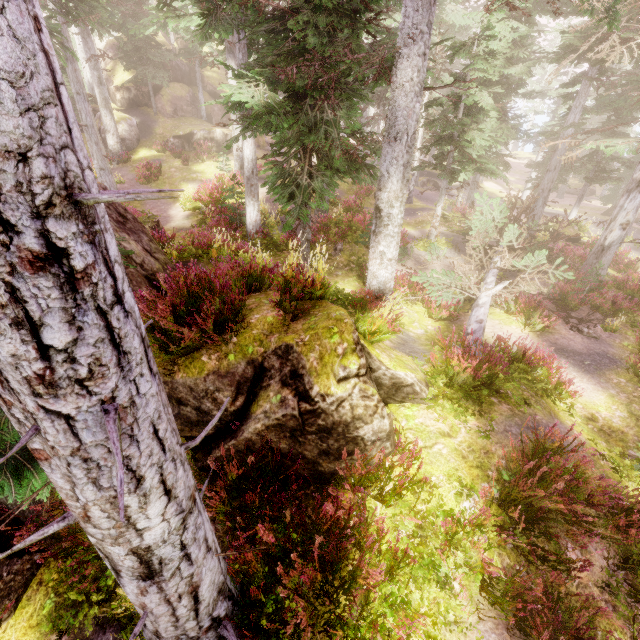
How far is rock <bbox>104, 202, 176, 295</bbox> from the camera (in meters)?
6.10

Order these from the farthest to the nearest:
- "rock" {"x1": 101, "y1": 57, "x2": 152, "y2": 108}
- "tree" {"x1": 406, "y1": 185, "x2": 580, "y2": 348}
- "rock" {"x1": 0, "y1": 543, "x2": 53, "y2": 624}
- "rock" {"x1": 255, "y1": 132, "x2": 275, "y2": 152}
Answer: "rock" {"x1": 255, "y1": 132, "x2": 275, "y2": 152} < "rock" {"x1": 101, "y1": 57, "x2": 152, "y2": 108} < "tree" {"x1": 406, "y1": 185, "x2": 580, "y2": 348} < "rock" {"x1": 0, "y1": 543, "x2": 53, "y2": 624}

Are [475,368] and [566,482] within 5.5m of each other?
yes

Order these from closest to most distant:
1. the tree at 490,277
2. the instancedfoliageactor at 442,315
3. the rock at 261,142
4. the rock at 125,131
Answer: the tree at 490,277, the instancedfoliageactor at 442,315, the rock at 125,131, the rock at 261,142

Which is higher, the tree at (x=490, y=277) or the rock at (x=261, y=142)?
the rock at (x=261, y=142)

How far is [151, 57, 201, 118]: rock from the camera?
31.6 meters

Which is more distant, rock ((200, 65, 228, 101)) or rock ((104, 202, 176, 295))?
rock ((200, 65, 228, 101))

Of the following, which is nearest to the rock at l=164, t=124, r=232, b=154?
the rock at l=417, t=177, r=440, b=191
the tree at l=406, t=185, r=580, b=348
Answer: the rock at l=417, t=177, r=440, b=191
